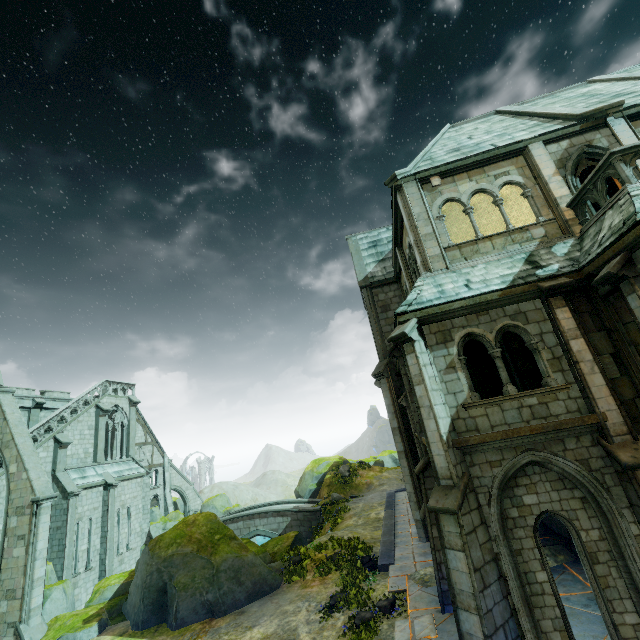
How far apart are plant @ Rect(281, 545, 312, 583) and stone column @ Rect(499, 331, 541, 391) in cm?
1324

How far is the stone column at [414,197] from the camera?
10.73m

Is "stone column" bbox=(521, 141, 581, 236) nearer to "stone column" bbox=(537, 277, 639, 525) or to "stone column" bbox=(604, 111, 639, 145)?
"stone column" bbox=(604, 111, 639, 145)

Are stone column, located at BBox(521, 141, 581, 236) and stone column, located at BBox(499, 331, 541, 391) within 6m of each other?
yes

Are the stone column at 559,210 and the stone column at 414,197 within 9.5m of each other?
yes

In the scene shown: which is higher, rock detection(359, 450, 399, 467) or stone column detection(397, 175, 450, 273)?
stone column detection(397, 175, 450, 273)

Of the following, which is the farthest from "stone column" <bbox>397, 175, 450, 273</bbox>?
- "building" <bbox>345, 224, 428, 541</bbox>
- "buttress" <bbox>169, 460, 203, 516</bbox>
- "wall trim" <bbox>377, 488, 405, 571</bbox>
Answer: "buttress" <bbox>169, 460, 203, 516</bbox>

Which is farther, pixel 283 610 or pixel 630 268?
pixel 283 610
